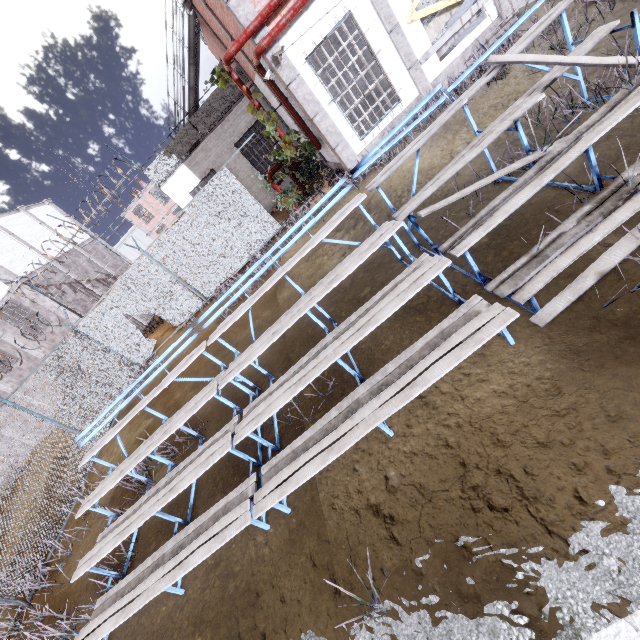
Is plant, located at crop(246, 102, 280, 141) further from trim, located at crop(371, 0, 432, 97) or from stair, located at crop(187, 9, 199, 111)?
stair, located at crop(187, 9, 199, 111)

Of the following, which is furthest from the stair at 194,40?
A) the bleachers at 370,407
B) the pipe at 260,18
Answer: the bleachers at 370,407

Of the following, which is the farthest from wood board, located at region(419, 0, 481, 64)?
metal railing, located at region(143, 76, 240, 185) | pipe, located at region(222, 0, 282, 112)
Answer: metal railing, located at region(143, 76, 240, 185)

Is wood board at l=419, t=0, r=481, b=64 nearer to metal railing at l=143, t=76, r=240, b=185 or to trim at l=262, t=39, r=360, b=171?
trim at l=262, t=39, r=360, b=171

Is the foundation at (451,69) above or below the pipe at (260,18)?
below

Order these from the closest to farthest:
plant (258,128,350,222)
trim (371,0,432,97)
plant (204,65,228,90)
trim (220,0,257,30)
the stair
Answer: trim (220,0,257,30) → trim (371,0,432,97) → plant (204,65,228,90) → plant (258,128,350,222) → the stair

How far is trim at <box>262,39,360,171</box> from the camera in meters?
8.4

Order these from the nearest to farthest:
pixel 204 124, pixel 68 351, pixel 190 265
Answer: pixel 68 351 < pixel 190 265 < pixel 204 124
